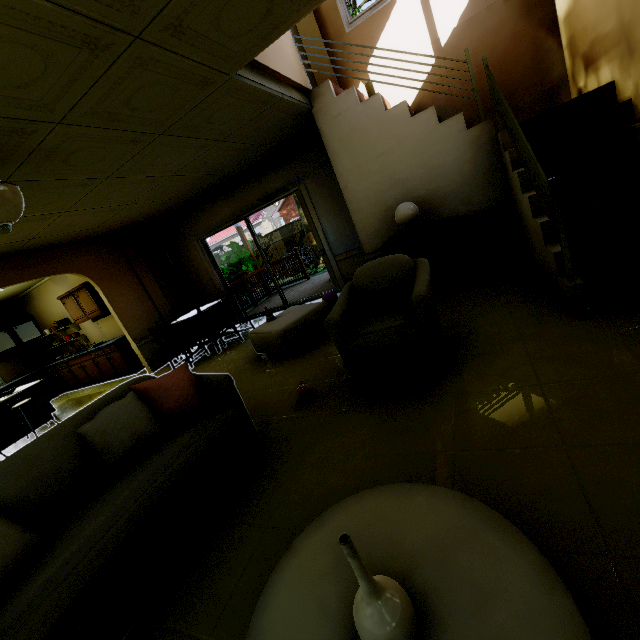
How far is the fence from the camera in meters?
15.5 m

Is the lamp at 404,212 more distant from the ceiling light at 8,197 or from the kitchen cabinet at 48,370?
the kitchen cabinet at 48,370

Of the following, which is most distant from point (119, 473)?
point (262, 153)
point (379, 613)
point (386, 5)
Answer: point (386, 5)

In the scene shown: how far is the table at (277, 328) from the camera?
4.1 meters

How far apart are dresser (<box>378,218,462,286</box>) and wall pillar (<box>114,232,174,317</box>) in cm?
514

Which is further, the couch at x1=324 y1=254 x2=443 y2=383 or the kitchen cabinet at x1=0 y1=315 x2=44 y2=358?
the kitchen cabinet at x1=0 y1=315 x2=44 y2=358

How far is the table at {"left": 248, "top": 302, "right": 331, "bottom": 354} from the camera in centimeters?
408cm

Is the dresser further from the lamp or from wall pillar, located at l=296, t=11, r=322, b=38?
wall pillar, located at l=296, t=11, r=322, b=38
